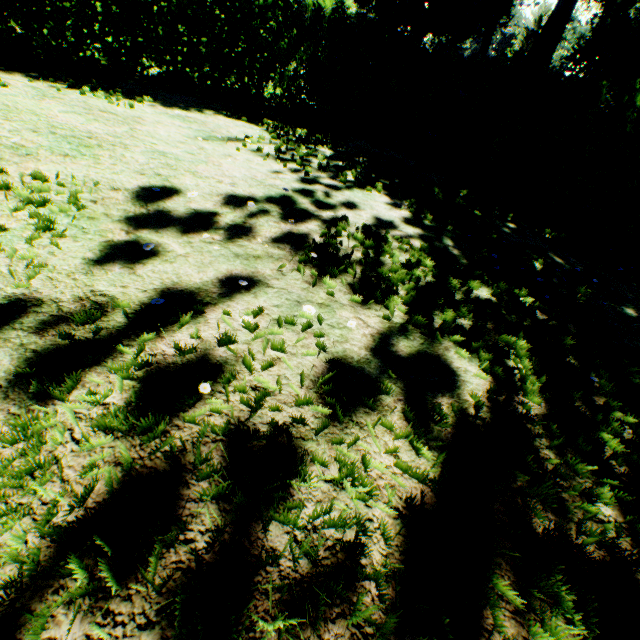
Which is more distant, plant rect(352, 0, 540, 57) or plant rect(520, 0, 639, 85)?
plant rect(352, 0, 540, 57)

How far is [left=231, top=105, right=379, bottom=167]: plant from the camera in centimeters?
536cm

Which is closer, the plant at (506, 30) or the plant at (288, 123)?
the plant at (288, 123)

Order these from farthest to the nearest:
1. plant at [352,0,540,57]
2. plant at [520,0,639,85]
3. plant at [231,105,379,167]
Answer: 1. plant at [352,0,540,57]
2. plant at [520,0,639,85]
3. plant at [231,105,379,167]

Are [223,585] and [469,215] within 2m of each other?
no

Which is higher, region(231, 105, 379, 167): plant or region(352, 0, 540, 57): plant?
region(352, 0, 540, 57): plant
